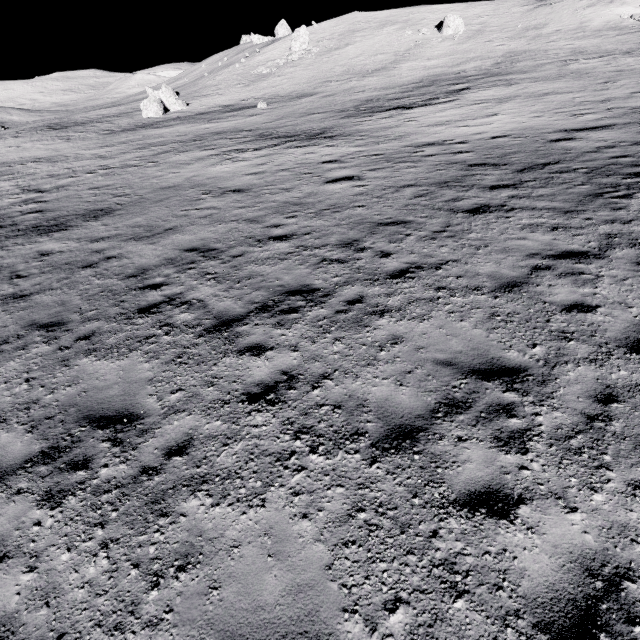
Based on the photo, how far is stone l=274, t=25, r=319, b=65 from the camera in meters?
51.6

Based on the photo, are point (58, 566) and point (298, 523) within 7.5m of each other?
yes

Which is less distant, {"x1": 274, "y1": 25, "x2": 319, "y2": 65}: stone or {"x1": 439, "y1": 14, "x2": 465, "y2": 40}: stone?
{"x1": 439, "y1": 14, "x2": 465, "y2": 40}: stone

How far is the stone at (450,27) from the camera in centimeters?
4589cm

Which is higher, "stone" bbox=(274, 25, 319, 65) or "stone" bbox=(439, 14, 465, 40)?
"stone" bbox=(274, 25, 319, 65)

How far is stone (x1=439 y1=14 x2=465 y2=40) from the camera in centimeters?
4589cm

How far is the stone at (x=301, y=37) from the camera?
51.58m
